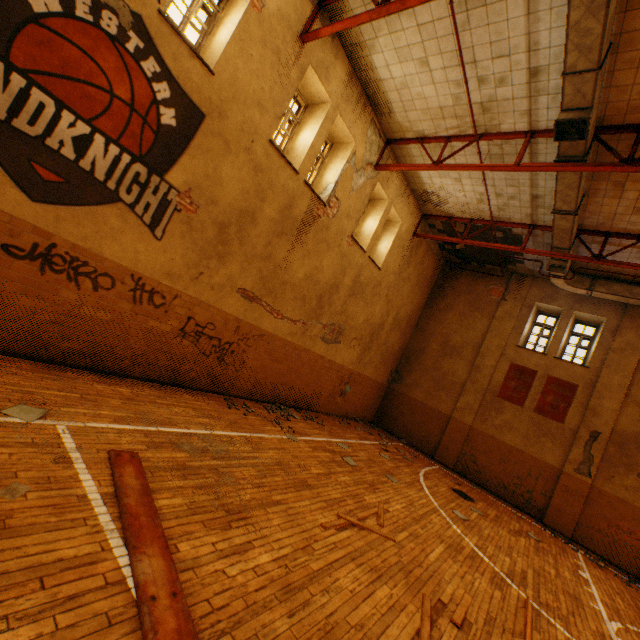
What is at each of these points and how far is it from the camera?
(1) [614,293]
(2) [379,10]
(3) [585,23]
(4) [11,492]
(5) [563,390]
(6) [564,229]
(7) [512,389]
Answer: (1) vent duct, 11.27m
(2) metal beam, 5.68m
(3) vent duct, 4.84m
(4) paper, 2.64m
(5) banner, 12.14m
(6) vent duct, 9.26m
(7) banner, 13.02m

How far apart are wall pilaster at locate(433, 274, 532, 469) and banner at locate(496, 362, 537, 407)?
0.37m

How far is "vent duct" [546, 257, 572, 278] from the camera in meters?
10.7 m

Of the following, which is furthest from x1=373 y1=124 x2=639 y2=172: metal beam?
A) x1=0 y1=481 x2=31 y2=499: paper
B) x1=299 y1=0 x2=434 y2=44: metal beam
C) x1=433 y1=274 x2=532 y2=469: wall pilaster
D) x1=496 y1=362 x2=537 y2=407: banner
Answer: x1=0 y1=481 x2=31 y2=499: paper

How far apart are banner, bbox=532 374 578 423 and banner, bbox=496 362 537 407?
0.3 meters

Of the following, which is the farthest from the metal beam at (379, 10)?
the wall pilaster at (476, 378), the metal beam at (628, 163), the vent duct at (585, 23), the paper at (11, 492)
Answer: the wall pilaster at (476, 378)

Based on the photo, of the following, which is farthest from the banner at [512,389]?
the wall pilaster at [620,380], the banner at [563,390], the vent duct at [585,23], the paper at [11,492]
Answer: the paper at [11,492]

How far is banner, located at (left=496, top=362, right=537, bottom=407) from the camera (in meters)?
12.76
